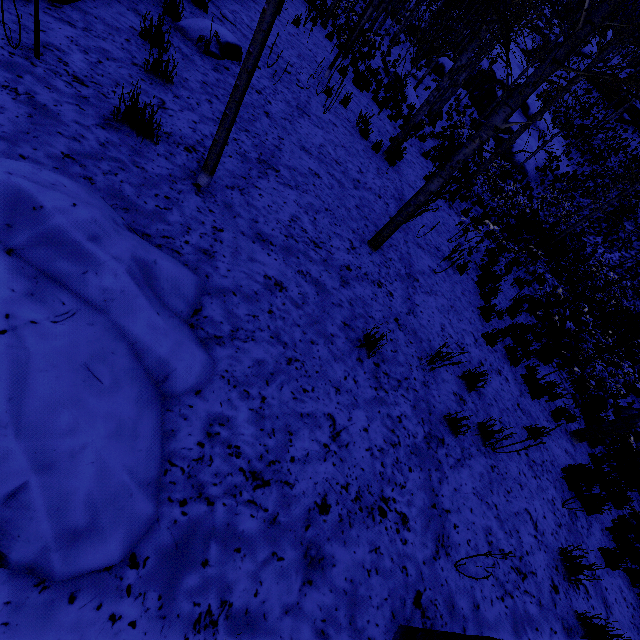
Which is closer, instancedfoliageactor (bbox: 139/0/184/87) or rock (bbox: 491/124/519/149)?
instancedfoliageactor (bbox: 139/0/184/87)

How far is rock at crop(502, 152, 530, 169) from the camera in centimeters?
2308cm

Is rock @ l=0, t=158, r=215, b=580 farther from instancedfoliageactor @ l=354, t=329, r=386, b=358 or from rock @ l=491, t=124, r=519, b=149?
rock @ l=491, t=124, r=519, b=149

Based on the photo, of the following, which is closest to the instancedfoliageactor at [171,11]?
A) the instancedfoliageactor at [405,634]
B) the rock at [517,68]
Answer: the rock at [517,68]

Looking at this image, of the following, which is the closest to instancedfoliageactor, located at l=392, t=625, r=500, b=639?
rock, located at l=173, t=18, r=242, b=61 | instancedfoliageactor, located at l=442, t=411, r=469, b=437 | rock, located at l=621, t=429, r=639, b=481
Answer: instancedfoliageactor, located at l=442, t=411, r=469, b=437

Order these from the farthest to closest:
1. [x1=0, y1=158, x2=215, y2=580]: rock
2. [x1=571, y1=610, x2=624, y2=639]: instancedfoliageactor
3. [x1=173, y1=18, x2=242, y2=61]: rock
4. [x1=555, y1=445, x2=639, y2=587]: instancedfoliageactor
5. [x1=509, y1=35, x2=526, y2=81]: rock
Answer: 1. [x1=509, y1=35, x2=526, y2=81]: rock
2. [x1=173, y1=18, x2=242, y2=61]: rock
3. [x1=555, y1=445, x2=639, y2=587]: instancedfoliageactor
4. [x1=571, y1=610, x2=624, y2=639]: instancedfoliageactor
5. [x1=0, y1=158, x2=215, y2=580]: rock

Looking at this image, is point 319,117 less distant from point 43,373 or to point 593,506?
point 43,373

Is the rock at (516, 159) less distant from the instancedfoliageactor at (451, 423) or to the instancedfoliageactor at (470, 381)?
the instancedfoliageactor at (451, 423)
